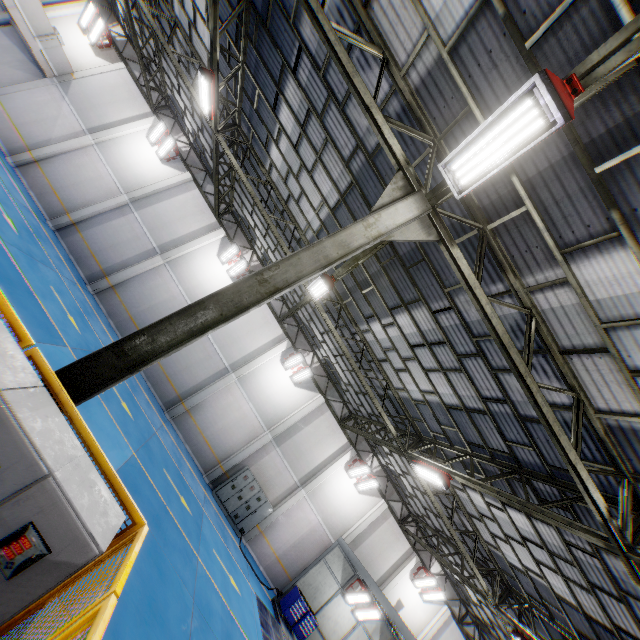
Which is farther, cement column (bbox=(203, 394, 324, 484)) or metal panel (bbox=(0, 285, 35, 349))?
cement column (bbox=(203, 394, 324, 484))

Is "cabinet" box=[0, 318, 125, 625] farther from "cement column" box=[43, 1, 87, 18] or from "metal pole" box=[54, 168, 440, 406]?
"cement column" box=[43, 1, 87, 18]

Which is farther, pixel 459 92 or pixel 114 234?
pixel 114 234

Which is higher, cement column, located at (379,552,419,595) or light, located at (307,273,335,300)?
light, located at (307,273,335,300)

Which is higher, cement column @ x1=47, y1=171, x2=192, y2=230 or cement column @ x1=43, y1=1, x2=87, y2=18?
cement column @ x1=43, y1=1, x2=87, y2=18

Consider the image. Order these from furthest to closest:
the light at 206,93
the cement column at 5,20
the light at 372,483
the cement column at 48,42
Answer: the light at 372,483 → the cement column at 5,20 → the cement column at 48,42 → the light at 206,93

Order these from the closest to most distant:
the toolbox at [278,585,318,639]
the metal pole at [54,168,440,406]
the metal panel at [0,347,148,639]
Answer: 1. the metal panel at [0,347,148,639]
2. the metal pole at [54,168,440,406]
3. the toolbox at [278,585,318,639]

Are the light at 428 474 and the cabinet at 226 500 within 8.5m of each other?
no
